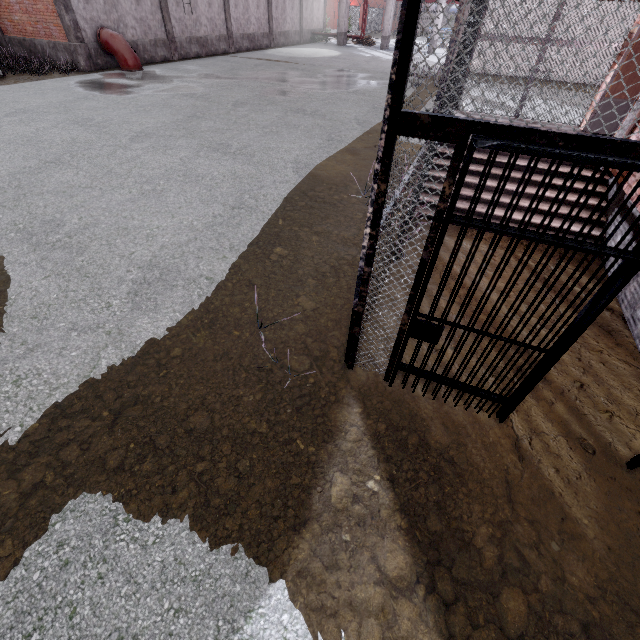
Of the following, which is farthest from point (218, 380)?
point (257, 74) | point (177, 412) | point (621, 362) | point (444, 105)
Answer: point (257, 74)

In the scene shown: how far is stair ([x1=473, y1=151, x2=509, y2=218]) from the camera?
5.7m

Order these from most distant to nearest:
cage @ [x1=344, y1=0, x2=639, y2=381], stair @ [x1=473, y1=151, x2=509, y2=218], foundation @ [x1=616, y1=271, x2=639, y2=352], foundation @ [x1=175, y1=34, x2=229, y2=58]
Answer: foundation @ [x1=175, y1=34, x2=229, y2=58] < stair @ [x1=473, y1=151, x2=509, y2=218] < foundation @ [x1=616, y1=271, x2=639, y2=352] < cage @ [x1=344, y1=0, x2=639, y2=381]

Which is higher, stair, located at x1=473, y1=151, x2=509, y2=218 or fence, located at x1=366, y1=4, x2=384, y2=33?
fence, located at x1=366, y1=4, x2=384, y2=33

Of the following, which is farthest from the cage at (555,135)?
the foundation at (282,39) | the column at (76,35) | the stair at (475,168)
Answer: the column at (76,35)

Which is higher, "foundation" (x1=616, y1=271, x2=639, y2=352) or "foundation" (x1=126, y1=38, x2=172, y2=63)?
"foundation" (x1=126, y1=38, x2=172, y2=63)

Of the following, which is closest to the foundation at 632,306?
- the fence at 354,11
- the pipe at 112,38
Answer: the fence at 354,11

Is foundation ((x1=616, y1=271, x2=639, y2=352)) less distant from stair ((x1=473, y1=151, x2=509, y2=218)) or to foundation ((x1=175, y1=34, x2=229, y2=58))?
stair ((x1=473, y1=151, x2=509, y2=218))
